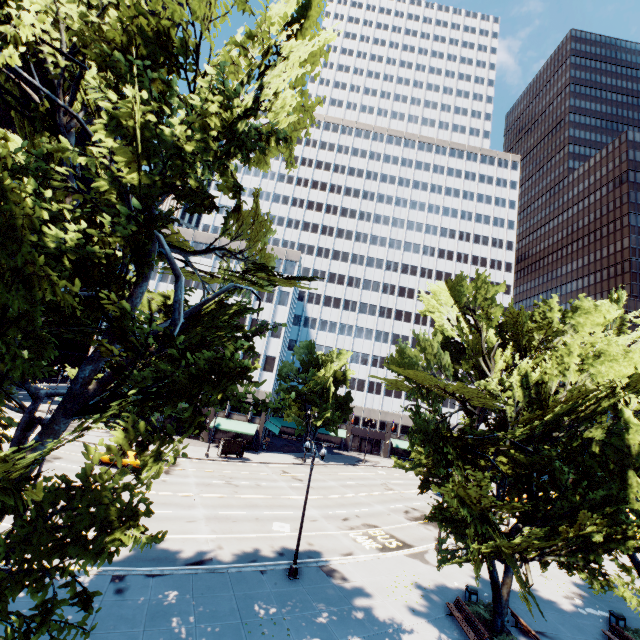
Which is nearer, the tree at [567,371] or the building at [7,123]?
the tree at [567,371]

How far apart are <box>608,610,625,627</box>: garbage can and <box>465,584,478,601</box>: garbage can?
8.5m

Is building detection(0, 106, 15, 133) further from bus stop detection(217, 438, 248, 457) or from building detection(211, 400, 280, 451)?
bus stop detection(217, 438, 248, 457)

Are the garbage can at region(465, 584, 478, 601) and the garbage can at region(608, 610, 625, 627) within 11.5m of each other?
yes

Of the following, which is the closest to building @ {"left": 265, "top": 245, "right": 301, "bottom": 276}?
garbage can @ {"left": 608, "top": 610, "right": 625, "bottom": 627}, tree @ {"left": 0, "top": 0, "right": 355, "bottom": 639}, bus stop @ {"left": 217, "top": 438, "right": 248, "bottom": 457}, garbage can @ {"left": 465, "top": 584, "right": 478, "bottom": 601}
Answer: tree @ {"left": 0, "top": 0, "right": 355, "bottom": 639}

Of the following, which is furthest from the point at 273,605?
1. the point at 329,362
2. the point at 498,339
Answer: the point at 329,362

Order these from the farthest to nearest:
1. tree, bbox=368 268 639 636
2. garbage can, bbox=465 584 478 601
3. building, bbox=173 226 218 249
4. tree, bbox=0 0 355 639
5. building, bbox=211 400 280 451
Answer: building, bbox=173 226 218 249 < building, bbox=211 400 280 451 < garbage can, bbox=465 584 478 601 < tree, bbox=368 268 639 636 < tree, bbox=0 0 355 639

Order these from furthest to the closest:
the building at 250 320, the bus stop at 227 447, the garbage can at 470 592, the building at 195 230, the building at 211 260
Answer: the building at 195 230 < the building at 211 260 < the building at 250 320 < the bus stop at 227 447 < the garbage can at 470 592
